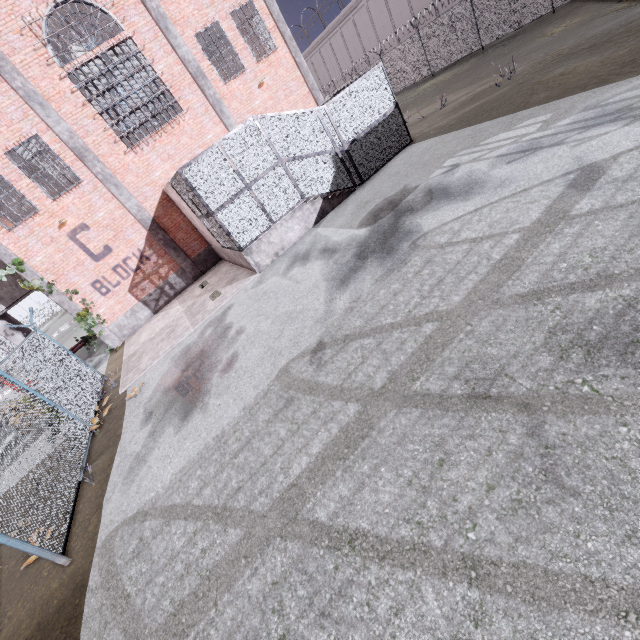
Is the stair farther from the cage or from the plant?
the cage

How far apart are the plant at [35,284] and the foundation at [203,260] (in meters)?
5.85

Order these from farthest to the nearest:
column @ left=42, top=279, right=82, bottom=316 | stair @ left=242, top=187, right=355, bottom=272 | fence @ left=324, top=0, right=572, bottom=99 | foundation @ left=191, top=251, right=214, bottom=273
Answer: fence @ left=324, top=0, right=572, bottom=99
foundation @ left=191, top=251, right=214, bottom=273
column @ left=42, top=279, right=82, bottom=316
stair @ left=242, top=187, right=355, bottom=272

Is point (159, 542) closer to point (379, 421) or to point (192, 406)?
point (192, 406)

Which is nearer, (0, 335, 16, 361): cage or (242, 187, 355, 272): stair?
(242, 187, 355, 272): stair

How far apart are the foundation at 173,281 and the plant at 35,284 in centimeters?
266cm

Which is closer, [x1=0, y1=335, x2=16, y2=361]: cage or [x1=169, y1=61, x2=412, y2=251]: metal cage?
[x1=169, y1=61, x2=412, y2=251]: metal cage

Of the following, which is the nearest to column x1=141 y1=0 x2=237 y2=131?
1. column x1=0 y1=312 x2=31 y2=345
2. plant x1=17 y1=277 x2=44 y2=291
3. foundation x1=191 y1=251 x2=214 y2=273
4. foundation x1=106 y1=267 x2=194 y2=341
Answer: foundation x1=191 y1=251 x2=214 y2=273
